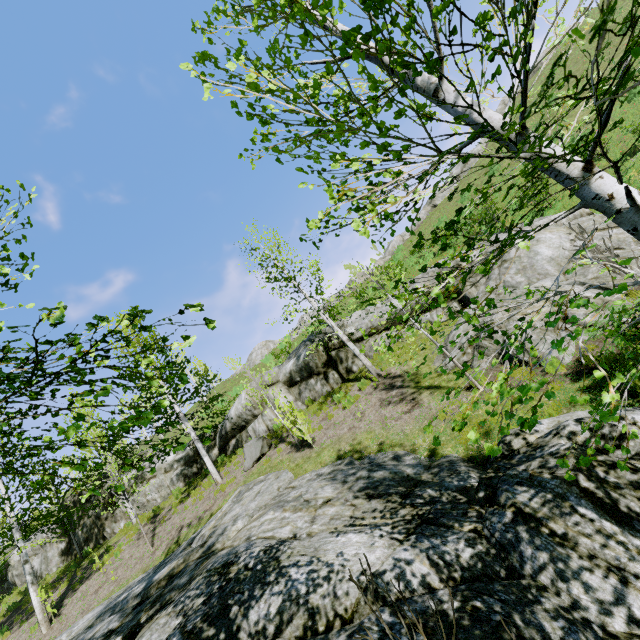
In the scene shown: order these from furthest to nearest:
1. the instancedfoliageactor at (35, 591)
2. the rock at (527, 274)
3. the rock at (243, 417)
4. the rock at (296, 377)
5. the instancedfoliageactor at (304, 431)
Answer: the rock at (296, 377), the rock at (243, 417), the instancedfoliageactor at (304, 431), the rock at (527, 274), the instancedfoliageactor at (35, 591)

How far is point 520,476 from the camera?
4.0 meters

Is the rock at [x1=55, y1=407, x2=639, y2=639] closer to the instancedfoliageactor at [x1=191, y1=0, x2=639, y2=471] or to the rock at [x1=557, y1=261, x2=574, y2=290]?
the instancedfoliageactor at [x1=191, y1=0, x2=639, y2=471]

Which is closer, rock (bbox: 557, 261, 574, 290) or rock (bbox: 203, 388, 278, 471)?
rock (bbox: 557, 261, 574, 290)

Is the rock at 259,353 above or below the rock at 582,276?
above

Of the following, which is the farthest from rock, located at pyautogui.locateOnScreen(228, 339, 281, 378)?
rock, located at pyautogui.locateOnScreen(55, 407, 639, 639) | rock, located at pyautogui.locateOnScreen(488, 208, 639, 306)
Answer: rock, located at pyautogui.locateOnScreen(55, 407, 639, 639)

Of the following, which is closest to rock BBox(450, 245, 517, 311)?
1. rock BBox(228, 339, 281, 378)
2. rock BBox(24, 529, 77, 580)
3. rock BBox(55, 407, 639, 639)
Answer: rock BBox(24, 529, 77, 580)

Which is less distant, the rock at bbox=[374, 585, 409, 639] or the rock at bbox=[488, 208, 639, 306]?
the rock at bbox=[374, 585, 409, 639]
